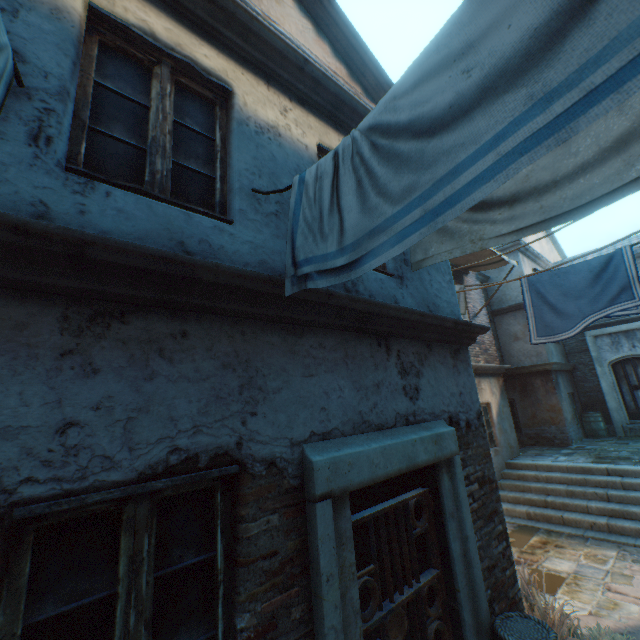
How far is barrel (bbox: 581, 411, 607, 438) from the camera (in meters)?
12.40

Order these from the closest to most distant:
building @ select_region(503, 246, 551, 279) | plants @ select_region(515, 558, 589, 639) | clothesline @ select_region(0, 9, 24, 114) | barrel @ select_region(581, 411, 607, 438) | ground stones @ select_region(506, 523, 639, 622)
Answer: clothesline @ select_region(0, 9, 24, 114) → plants @ select_region(515, 558, 589, 639) → ground stones @ select_region(506, 523, 639, 622) → barrel @ select_region(581, 411, 607, 438) → building @ select_region(503, 246, 551, 279)

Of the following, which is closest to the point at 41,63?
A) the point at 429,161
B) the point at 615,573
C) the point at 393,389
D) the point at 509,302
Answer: the point at 429,161

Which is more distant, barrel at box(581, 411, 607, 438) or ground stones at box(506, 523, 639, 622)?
barrel at box(581, 411, 607, 438)

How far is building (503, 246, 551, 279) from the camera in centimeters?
1323cm

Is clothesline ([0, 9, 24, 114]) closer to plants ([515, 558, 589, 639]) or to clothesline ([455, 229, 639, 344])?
plants ([515, 558, 589, 639])

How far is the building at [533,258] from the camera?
13.2m

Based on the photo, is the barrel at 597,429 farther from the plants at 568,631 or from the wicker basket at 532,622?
the wicker basket at 532,622
